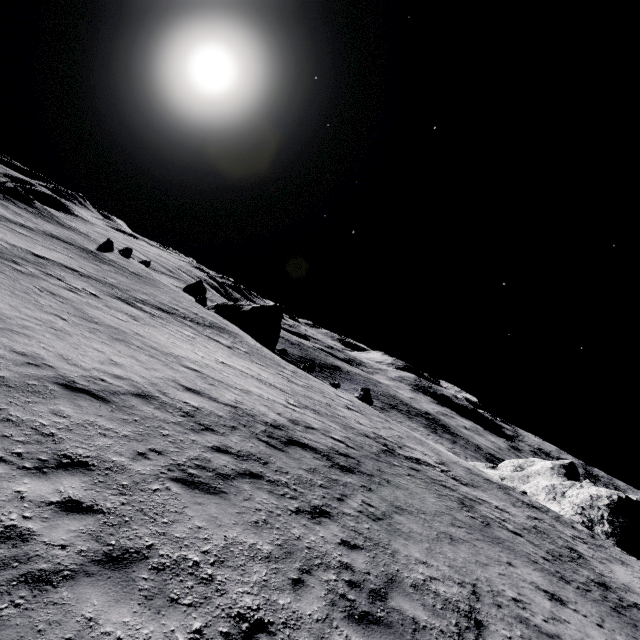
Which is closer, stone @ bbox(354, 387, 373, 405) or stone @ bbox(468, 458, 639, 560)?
stone @ bbox(468, 458, 639, 560)

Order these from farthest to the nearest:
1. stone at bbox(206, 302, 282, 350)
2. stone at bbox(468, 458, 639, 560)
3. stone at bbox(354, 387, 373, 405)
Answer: stone at bbox(206, 302, 282, 350) < stone at bbox(354, 387, 373, 405) < stone at bbox(468, 458, 639, 560)

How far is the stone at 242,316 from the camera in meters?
45.3

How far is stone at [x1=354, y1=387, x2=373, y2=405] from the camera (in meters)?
37.31

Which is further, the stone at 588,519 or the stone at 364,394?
the stone at 364,394

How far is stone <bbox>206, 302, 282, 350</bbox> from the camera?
45.3m

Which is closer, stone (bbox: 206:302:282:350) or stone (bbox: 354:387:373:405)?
stone (bbox: 354:387:373:405)

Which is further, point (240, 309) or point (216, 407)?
point (240, 309)
